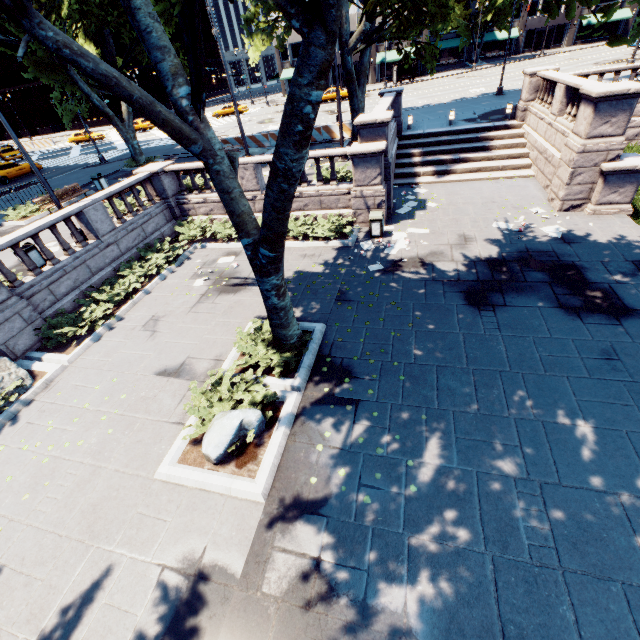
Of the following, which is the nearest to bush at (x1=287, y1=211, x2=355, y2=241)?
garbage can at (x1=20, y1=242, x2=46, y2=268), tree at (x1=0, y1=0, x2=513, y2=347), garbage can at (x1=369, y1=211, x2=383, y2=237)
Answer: garbage can at (x1=369, y1=211, x2=383, y2=237)

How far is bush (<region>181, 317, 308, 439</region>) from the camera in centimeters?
720cm

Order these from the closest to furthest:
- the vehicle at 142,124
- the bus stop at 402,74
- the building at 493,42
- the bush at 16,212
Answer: the bush at 16,212
the vehicle at 142,124
the bus stop at 402,74
the building at 493,42

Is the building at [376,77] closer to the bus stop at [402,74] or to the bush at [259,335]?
the bus stop at [402,74]

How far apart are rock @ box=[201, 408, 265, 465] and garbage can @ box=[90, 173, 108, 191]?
20.1 meters

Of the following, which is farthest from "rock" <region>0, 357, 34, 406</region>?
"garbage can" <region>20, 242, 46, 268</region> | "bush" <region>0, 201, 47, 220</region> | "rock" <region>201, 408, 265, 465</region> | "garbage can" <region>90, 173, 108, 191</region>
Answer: "garbage can" <region>90, 173, 108, 191</region>

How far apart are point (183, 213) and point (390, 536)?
16.8 meters

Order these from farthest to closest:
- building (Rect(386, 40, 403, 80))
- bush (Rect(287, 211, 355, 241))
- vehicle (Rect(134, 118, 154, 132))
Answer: building (Rect(386, 40, 403, 80)), vehicle (Rect(134, 118, 154, 132)), bush (Rect(287, 211, 355, 241))
